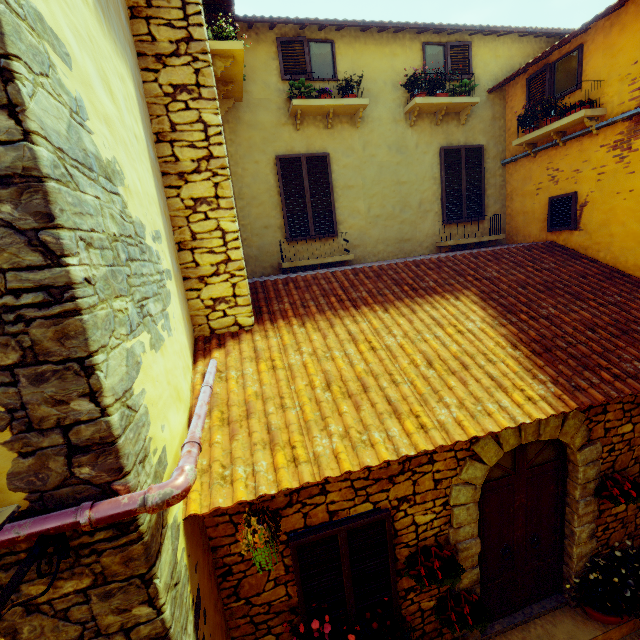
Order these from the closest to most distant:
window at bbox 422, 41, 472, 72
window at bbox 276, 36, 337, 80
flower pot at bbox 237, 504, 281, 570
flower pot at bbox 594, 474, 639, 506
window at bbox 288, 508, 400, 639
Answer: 1. flower pot at bbox 237, 504, 281, 570
2. window at bbox 288, 508, 400, 639
3. flower pot at bbox 594, 474, 639, 506
4. window at bbox 276, 36, 337, 80
5. window at bbox 422, 41, 472, 72

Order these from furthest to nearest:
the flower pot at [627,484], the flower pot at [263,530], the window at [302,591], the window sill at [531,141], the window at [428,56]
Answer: the window at [428,56] → the window sill at [531,141] → the flower pot at [627,484] → the window at [302,591] → the flower pot at [263,530]

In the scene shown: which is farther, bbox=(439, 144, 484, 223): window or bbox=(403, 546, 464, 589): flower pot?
bbox=(439, 144, 484, 223): window

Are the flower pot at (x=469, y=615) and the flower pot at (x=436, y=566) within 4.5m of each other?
yes

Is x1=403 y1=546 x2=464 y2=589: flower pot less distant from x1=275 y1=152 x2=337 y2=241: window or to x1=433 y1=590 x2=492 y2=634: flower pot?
x1=433 y1=590 x2=492 y2=634: flower pot

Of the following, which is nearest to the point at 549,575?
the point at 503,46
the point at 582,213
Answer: the point at 582,213

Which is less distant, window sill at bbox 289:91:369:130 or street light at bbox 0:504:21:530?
street light at bbox 0:504:21:530

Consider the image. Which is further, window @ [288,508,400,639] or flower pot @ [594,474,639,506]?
flower pot @ [594,474,639,506]
